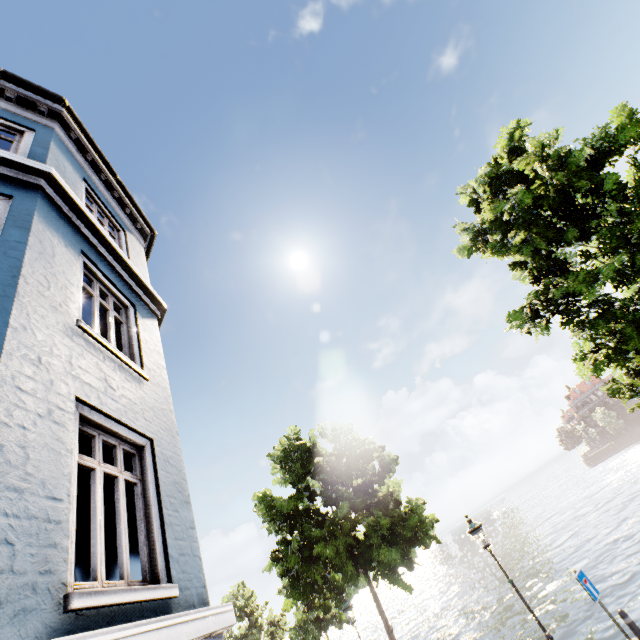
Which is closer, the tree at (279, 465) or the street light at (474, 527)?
the street light at (474, 527)

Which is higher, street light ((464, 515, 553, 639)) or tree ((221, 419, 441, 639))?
tree ((221, 419, 441, 639))

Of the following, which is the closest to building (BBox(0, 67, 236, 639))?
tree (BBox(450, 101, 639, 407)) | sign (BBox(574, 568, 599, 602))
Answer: tree (BBox(450, 101, 639, 407))

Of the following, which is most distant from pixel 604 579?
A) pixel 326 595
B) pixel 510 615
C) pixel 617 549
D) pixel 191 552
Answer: pixel 191 552

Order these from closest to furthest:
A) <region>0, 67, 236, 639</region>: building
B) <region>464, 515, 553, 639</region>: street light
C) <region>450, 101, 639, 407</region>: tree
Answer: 1. <region>0, 67, 236, 639</region>: building
2. <region>450, 101, 639, 407</region>: tree
3. <region>464, 515, 553, 639</region>: street light

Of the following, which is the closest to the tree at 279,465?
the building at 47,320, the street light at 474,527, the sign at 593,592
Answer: the street light at 474,527

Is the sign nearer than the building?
No

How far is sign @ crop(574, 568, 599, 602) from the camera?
6.9m
